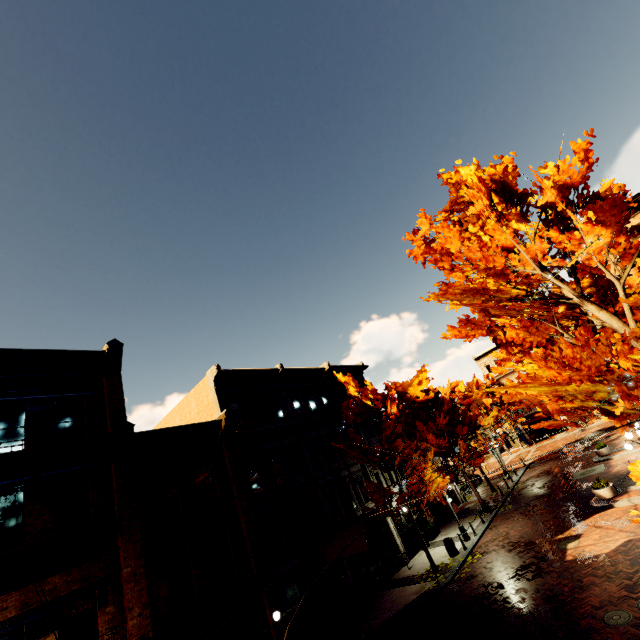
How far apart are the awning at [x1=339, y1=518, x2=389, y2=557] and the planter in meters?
11.1

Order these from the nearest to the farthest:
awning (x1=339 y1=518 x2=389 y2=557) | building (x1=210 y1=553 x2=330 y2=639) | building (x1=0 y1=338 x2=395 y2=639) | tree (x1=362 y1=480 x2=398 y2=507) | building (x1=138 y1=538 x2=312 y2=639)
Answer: building (x1=0 y1=338 x2=395 y2=639), building (x1=138 y1=538 x2=312 y2=639), building (x1=210 y1=553 x2=330 y2=639), awning (x1=339 y1=518 x2=389 y2=557), tree (x1=362 y1=480 x2=398 y2=507)

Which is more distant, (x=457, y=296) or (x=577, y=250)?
(x=457, y=296)

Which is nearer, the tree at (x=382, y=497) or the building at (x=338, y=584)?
the building at (x=338, y=584)

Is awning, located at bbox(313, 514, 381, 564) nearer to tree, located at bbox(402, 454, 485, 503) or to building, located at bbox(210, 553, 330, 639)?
building, located at bbox(210, 553, 330, 639)

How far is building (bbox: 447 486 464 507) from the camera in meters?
29.3 m

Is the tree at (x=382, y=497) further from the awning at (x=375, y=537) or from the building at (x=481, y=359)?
the awning at (x=375, y=537)

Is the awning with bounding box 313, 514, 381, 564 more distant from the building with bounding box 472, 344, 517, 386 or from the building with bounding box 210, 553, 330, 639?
the building with bounding box 472, 344, 517, 386
